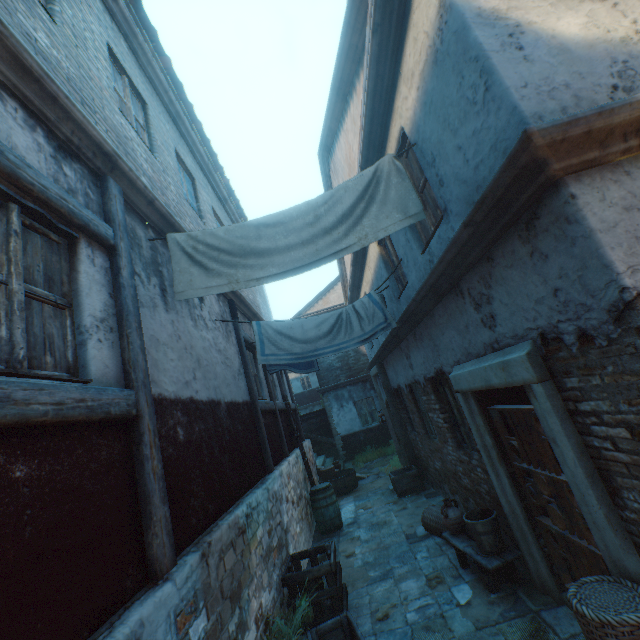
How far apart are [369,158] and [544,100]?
3.3m

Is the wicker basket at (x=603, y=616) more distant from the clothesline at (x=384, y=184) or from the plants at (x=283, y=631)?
the clothesline at (x=384, y=184)

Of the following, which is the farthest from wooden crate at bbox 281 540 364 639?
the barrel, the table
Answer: the barrel

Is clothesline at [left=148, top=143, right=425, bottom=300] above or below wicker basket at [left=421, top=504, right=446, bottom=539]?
above

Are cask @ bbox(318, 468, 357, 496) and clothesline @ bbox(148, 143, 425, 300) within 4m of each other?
no

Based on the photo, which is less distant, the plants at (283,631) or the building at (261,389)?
the plants at (283,631)

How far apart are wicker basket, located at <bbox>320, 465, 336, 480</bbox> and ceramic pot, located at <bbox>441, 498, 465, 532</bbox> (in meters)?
6.69

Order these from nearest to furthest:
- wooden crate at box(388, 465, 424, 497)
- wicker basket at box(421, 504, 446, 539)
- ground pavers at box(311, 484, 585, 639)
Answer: ground pavers at box(311, 484, 585, 639), wicker basket at box(421, 504, 446, 539), wooden crate at box(388, 465, 424, 497)
